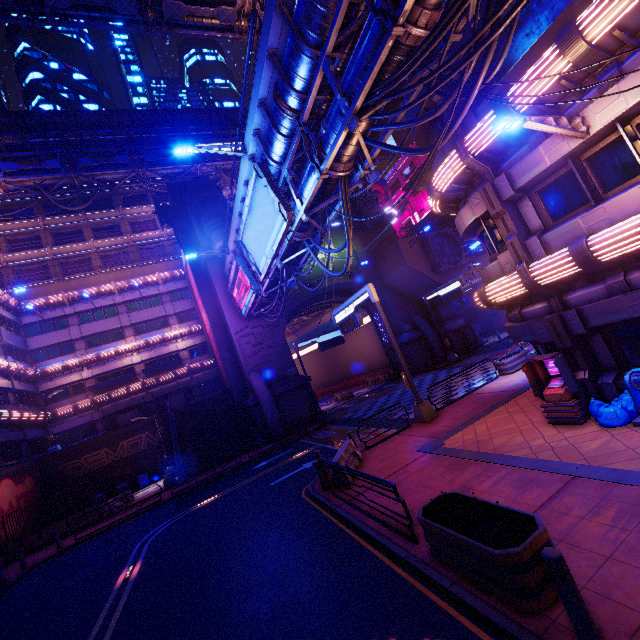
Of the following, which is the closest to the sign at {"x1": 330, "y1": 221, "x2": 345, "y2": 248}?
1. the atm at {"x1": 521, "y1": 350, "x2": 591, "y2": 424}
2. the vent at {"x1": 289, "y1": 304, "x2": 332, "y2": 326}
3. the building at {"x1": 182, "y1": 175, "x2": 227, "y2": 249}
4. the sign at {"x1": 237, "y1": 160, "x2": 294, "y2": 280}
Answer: the building at {"x1": 182, "y1": 175, "x2": 227, "y2": 249}

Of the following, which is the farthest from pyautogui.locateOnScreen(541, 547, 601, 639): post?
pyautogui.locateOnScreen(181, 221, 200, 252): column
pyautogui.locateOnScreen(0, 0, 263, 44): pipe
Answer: pyautogui.locateOnScreen(181, 221, 200, 252): column

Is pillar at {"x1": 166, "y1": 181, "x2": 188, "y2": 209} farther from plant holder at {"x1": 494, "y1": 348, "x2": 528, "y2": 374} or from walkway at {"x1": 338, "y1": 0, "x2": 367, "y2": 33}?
plant holder at {"x1": 494, "y1": 348, "x2": 528, "y2": 374}

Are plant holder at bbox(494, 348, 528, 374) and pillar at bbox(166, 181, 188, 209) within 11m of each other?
no

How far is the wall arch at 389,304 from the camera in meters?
34.8 m

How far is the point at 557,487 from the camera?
Answer: 6.71m

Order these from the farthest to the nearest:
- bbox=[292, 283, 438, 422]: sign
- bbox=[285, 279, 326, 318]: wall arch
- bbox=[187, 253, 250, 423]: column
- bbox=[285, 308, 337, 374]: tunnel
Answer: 1. bbox=[285, 308, 337, 374]: tunnel
2. bbox=[285, 279, 326, 318]: wall arch
3. bbox=[187, 253, 250, 423]: column
4. bbox=[292, 283, 438, 422]: sign

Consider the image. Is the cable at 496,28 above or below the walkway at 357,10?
below
